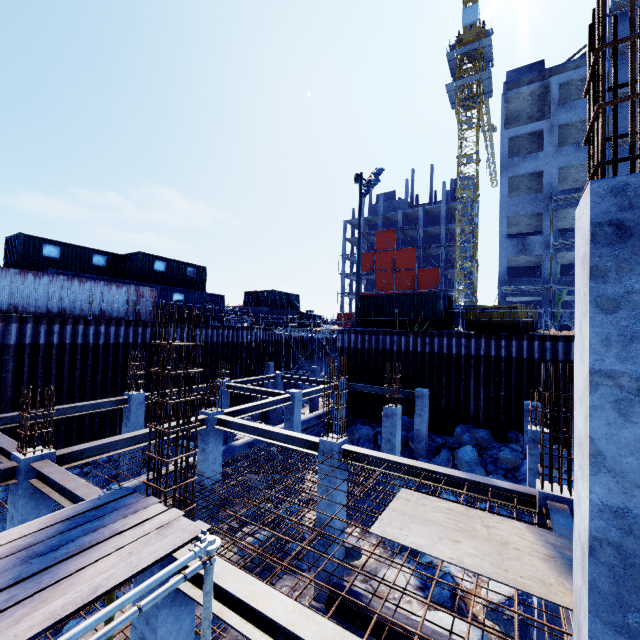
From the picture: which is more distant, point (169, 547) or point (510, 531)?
point (510, 531)

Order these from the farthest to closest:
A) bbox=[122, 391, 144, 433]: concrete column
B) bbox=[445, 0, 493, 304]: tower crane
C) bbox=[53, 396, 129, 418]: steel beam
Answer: bbox=[445, 0, 493, 304]: tower crane → bbox=[122, 391, 144, 433]: concrete column → bbox=[53, 396, 129, 418]: steel beam

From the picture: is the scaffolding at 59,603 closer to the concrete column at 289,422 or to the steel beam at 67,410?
the steel beam at 67,410

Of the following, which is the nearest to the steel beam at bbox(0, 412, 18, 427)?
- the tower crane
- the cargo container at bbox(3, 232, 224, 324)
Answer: the cargo container at bbox(3, 232, 224, 324)

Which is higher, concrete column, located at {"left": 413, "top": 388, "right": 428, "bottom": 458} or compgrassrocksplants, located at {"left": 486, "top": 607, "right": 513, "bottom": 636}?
concrete column, located at {"left": 413, "top": 388, "right": 428, "bottom": 458}

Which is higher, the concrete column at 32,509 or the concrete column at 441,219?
the concrete column at 441,219

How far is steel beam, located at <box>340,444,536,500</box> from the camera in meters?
6.6

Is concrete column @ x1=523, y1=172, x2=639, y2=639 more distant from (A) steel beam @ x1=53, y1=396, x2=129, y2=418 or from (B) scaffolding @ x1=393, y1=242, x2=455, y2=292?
(B) scaffolding @ x1=393, y1=242, x2=455, y2=292
